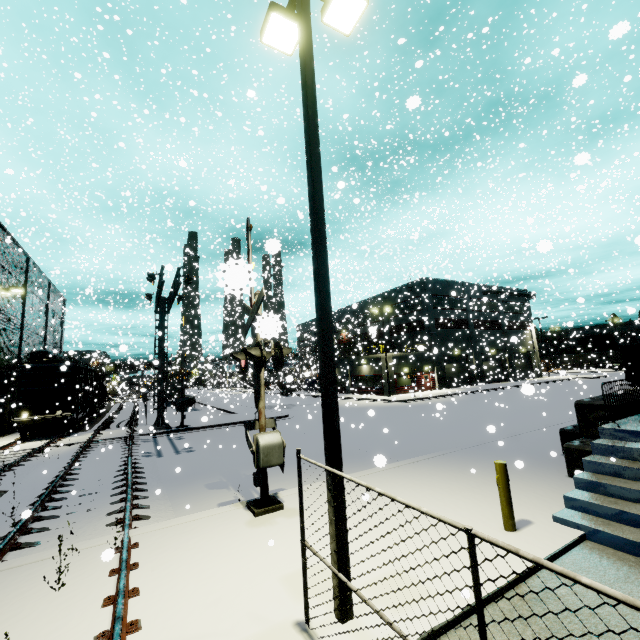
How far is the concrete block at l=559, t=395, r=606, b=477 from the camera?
8.0 meters

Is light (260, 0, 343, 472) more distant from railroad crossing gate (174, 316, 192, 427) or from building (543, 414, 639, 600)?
railroad crossing gate (174, 316, 192, 427)

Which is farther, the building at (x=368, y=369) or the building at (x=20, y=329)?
the building at (x=368, y=369)

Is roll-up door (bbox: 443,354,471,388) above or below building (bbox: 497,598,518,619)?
above

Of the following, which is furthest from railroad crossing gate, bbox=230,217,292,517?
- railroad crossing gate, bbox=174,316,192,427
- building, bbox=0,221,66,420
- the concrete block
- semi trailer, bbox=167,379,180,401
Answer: semi trailer, bbox=167,379,180,401

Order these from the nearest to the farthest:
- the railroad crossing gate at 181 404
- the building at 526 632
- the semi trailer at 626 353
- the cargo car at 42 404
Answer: the building at 526 632
the cargo car at 42 404
the railroad crossing gate at 181 404
the semi trailer at 626 353

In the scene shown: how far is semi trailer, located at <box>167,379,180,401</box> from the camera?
41.98m

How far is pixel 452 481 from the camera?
8.41m
